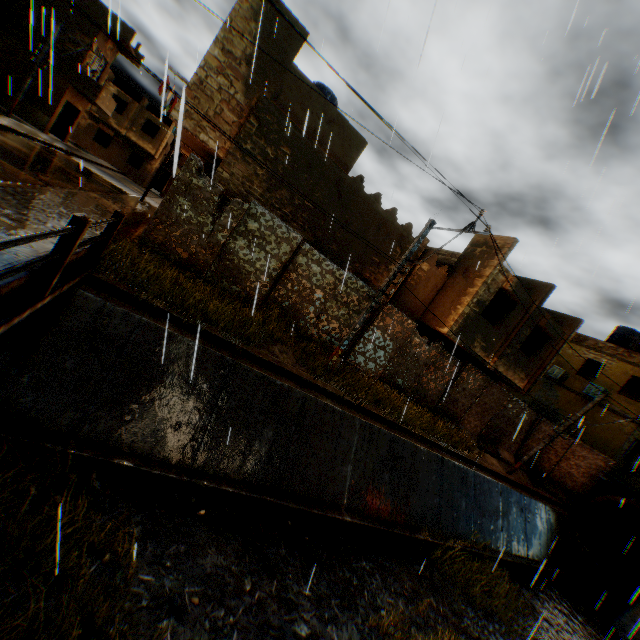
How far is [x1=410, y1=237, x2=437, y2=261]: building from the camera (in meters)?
14.46

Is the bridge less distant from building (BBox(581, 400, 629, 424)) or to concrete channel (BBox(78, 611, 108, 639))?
concrete channel (BBox(78, 611, 108, 639))

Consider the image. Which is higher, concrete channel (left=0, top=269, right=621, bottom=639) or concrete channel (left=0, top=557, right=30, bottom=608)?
concrete channel (left=0, top=557, right=30, bottom=608)

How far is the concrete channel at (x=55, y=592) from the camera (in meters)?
3.78

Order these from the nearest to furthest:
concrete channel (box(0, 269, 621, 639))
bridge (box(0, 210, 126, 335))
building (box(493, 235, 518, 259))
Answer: bridge (box(0, 210, 126, 335)), concrete channel (box(0, 269, 621, 639)), building (box(493, 235, 518, 259))

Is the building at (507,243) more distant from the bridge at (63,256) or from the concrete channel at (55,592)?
the bridge at (63,256)

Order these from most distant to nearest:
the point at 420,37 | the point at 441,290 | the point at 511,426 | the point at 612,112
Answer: the point at 511,426 → the point at 441,290 → the point at 420,37 → the point at 612,112
